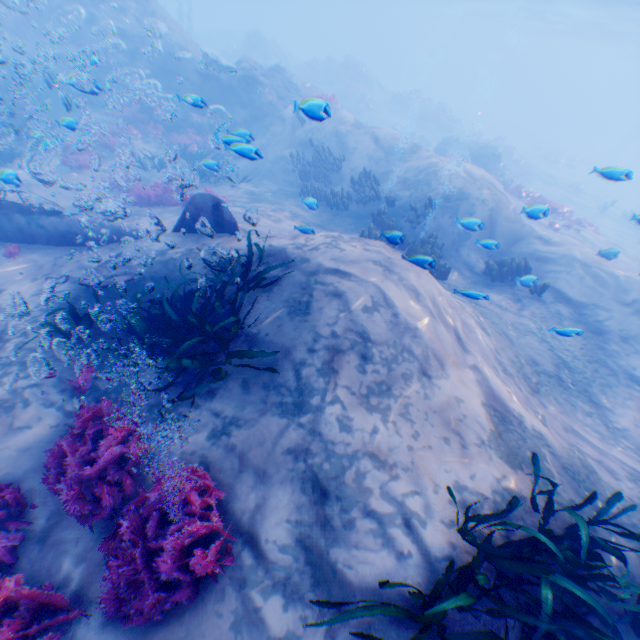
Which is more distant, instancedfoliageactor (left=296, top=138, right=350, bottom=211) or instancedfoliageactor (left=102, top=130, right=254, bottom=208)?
instancedfoliageactor (left=296, top=138, right=350, bottom=211)

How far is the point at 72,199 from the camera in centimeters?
1162cm

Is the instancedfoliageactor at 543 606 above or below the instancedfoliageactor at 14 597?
above

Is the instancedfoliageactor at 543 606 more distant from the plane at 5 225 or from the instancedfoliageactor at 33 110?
the plane at 5 225

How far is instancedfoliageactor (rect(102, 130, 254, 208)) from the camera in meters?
9.2

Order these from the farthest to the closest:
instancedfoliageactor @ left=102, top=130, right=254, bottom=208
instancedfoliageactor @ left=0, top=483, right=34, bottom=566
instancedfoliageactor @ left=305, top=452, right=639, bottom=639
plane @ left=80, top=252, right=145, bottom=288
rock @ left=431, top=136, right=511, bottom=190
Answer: rock @ left=431, top=136, right=511, bottom=190
instancedfoliageactor @ left=102, top=130, right=254, bottom=208
plane @ left=80, top=252, right=145, bottom=288
instancedfoliageactor @ left=0, top=483, right=34, bottom=566
instancedfoliageactor @ left=305, top=452, right=639, bottom=639

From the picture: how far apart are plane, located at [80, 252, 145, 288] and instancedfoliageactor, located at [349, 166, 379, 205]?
9.1m

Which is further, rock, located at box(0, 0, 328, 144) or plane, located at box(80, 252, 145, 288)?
rock, located at box(0, 0, 328, 144)
